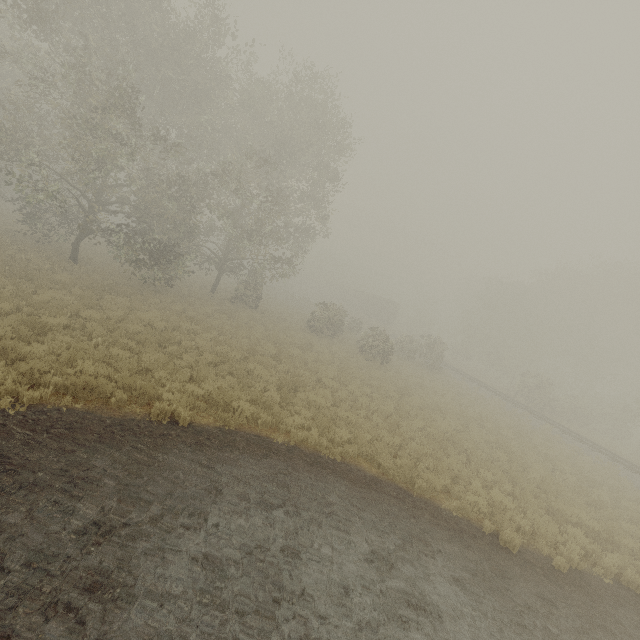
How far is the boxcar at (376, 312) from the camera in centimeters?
5191cm

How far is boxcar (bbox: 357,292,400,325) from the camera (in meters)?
51.91

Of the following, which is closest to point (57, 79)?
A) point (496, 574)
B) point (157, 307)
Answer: point (157, 307)

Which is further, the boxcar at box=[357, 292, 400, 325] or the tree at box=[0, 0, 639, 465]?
the boxcar at box=[357, 292, 400, 325]

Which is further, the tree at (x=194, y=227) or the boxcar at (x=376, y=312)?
the boxcar at (x=376, y=312)
